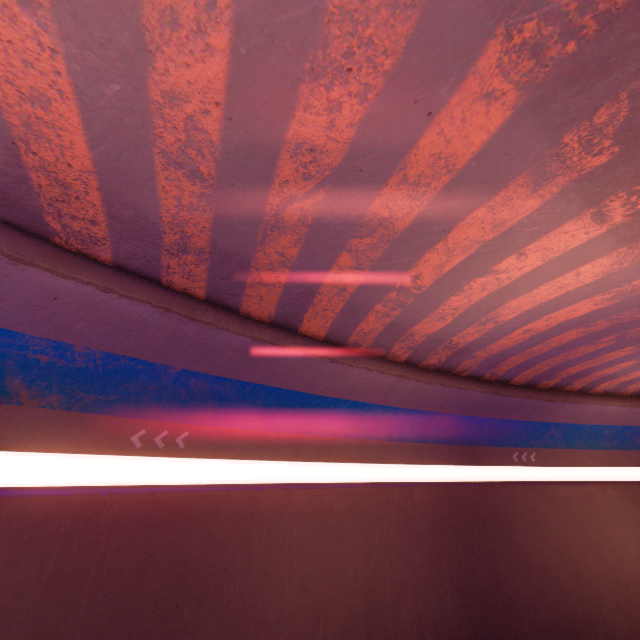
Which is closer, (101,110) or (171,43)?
(171,43)
